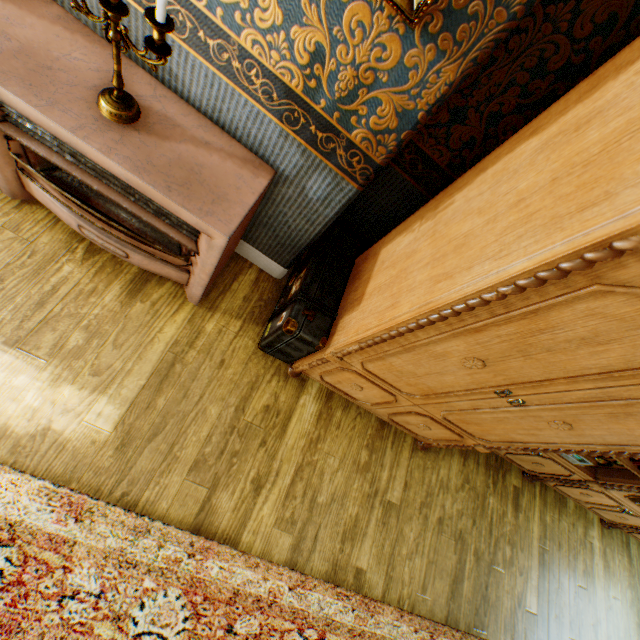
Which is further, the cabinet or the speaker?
the speaker

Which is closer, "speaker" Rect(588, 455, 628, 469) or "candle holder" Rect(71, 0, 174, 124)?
"candle holder" Rect(71, 0, 174, 124)

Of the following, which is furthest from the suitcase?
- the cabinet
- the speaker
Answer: the speaker

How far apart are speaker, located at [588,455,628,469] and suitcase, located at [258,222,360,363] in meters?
2.5 m

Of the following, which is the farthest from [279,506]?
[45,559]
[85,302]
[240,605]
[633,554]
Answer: [633,554]

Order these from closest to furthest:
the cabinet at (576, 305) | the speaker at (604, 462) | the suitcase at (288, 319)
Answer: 1. the cabinet at (576, 305)
2. the suitcase at (288, 319)
3. the speaker at (604, 462)

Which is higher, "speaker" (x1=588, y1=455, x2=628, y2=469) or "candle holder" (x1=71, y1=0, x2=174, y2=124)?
"candle holder" (x1=71, y1=0, x2=174, y2=124)

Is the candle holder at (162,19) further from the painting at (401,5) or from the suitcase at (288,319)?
the suitcase at (288,319)
